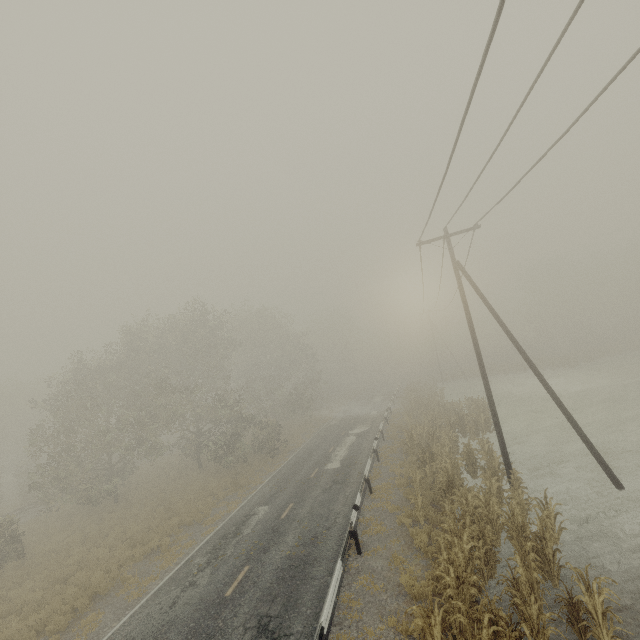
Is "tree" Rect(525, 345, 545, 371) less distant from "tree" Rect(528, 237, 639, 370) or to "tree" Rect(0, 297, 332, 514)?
"tree" Rect(528, 237, 639, 370)

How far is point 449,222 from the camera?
14.5m

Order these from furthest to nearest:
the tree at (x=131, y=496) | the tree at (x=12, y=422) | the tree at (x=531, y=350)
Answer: the tree at (x=531, y=350)
the tree at (x=131, y=496)
the tree at (x=12, y=422)

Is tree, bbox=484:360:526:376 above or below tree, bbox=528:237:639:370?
below

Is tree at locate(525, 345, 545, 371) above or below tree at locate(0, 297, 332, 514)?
below

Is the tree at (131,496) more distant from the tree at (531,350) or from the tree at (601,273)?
the tree at (601,273)

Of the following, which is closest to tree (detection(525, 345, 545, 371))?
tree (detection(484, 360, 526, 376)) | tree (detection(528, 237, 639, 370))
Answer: tree (detection(484, 360, 526, 376))
